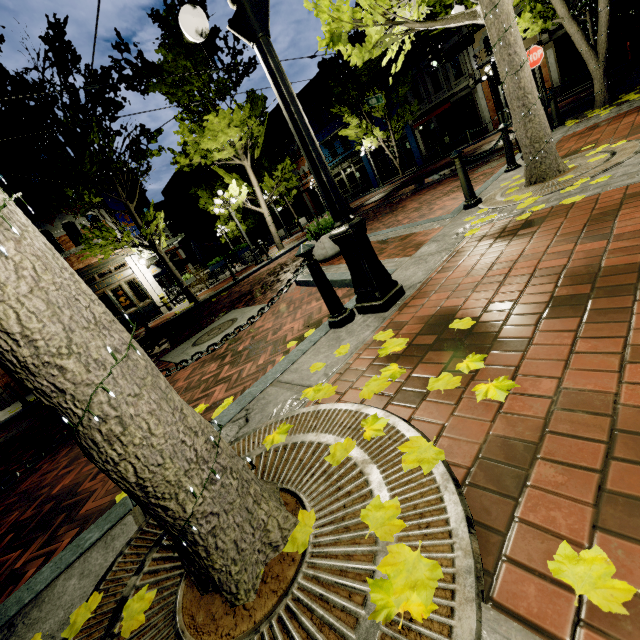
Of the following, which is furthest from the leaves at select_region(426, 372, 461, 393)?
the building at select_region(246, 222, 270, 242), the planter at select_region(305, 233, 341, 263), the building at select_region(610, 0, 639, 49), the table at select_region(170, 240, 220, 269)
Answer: the building at select_region(246, 222, 270, 242)

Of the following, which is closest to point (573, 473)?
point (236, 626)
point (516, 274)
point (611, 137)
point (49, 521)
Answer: point (236, 626)

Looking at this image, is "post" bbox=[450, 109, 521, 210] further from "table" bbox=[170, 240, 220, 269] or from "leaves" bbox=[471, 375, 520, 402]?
"table" bbox=[170, 240, 220, 269]

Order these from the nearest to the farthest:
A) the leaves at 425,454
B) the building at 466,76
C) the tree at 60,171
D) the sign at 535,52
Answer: the leaves at 425,454, the sign at 535,52, the tree at 60,171, the building at 466,76

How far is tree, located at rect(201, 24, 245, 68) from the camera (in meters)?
12.70

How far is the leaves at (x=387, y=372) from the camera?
2.0m

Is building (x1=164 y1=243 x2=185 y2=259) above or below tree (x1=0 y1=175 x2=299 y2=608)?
above

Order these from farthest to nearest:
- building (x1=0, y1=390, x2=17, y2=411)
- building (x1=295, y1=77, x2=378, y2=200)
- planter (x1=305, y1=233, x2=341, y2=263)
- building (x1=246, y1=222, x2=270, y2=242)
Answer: building (x1=246, y1=222, x2=270, y2=242) < building (x1=295, y1=77, x2=378, y2=200) < building (x1=0, y1=390, x2=17, y2=411) < planter (x1=305, y1=233, x2=341, y2=263)
